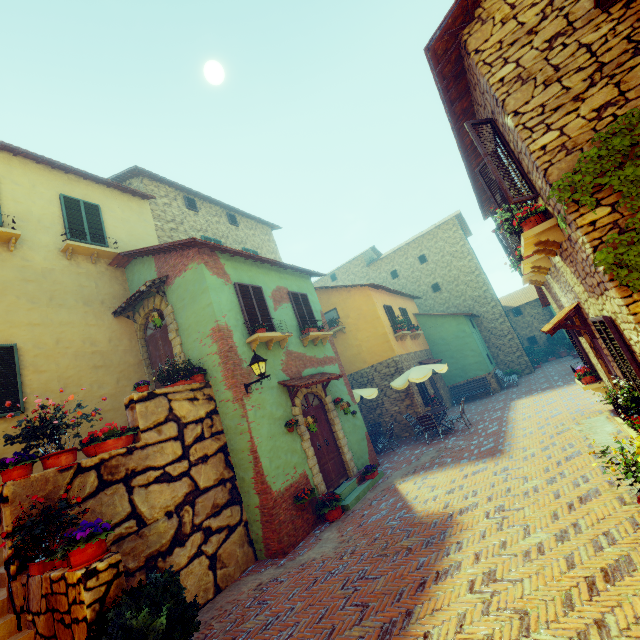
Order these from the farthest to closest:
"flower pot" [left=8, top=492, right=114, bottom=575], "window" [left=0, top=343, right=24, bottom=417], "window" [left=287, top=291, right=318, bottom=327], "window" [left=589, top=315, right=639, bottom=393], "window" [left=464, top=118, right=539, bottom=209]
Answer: "window" [left=287, top=291, right=318, bottom=327], "window" [left=0, top=343, right=24, bottom=417], "window" [left=464, top=118, right=539, bottom=209], "window" [left=589, top=315, right=639, bottom=393], "flower pot" [left=8, top=492, right=114, bottom=575]

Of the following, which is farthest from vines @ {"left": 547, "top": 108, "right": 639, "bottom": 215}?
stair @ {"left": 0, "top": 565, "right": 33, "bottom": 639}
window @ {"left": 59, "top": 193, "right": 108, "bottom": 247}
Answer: window @ {"left": 59, "top": 193, "right": 108, "bottom": 247}

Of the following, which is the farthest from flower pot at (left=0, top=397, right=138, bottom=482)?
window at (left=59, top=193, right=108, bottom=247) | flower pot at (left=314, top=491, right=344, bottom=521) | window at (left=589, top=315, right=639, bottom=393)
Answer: window at (left=589, top=315, right=639, bottom=393)

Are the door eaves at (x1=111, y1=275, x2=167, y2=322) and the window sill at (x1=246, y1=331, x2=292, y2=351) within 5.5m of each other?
yes

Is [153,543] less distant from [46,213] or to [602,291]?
[602,291]

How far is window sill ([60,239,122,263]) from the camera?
9.25m

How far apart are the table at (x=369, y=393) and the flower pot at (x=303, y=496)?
5.1 meters

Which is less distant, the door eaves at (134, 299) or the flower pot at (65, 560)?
the flower pot at (65, 560)
